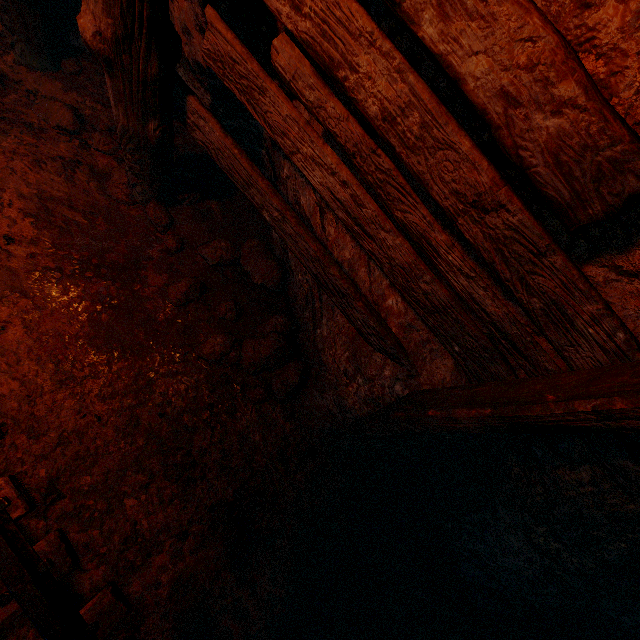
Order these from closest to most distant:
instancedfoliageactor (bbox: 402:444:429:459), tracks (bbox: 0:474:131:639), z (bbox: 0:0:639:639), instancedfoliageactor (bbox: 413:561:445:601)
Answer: z (bbox: 0:0:639:639)
tracks (bbox: 0:474:131:639)
instancedfoliageactor (bbox: 413:561:445:601)
instancedfoliageactor (bbox: 402:444:429:459)

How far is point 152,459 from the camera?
2.18m

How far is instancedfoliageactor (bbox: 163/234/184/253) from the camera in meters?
2.6 m

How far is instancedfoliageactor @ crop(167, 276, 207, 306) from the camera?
2.51m

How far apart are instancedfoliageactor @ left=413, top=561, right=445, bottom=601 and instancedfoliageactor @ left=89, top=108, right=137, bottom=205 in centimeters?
379cm

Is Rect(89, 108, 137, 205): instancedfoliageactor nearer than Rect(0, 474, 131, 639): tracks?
No

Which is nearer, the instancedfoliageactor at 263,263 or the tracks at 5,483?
the tracks at 5,483

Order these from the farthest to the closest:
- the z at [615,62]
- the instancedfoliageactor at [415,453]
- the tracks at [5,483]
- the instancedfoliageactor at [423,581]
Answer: the instancedfoliageactor at [415,453] < the instancedfoliageactor at [423,581] < the tracks at [5,483] < the z at [615,62]
